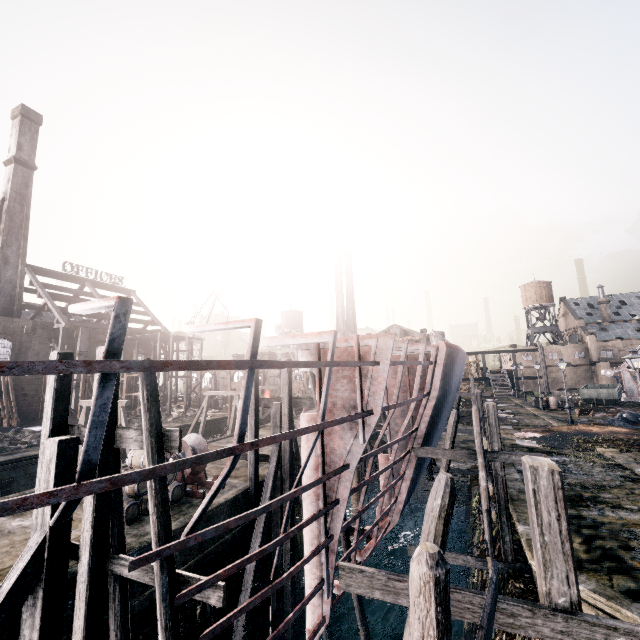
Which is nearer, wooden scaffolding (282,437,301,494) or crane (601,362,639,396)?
wooden scaffolding (282,437,301,494)

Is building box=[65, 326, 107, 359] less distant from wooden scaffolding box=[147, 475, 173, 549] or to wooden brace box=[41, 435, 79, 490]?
wooden scaffolding box=[147, 475, 173, 549]

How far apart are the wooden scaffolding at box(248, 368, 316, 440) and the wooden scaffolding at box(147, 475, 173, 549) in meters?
8.3 m

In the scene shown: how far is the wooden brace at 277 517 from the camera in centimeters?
1512cm

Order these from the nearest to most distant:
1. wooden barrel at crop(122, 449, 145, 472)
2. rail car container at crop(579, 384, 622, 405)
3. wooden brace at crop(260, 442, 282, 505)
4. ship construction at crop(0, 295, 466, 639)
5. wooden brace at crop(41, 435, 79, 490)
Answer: ship construction at crop(0, 295, 466, 639)
wooden brace at crop(41, 435, 79, 490)
wooden barrel at crop(122, 449, 145, 472)
wooden brace at crop(260, 442, 282, 505)
rail car container at crop(579, 384, 622, 405)

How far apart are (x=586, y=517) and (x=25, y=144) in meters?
69.7

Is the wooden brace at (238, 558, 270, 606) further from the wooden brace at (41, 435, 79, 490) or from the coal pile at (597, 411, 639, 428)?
the coal pile at (597, 411, 639, 428)

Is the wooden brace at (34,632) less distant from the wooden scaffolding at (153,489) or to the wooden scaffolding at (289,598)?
the wooden scaffolding at (153,489)
